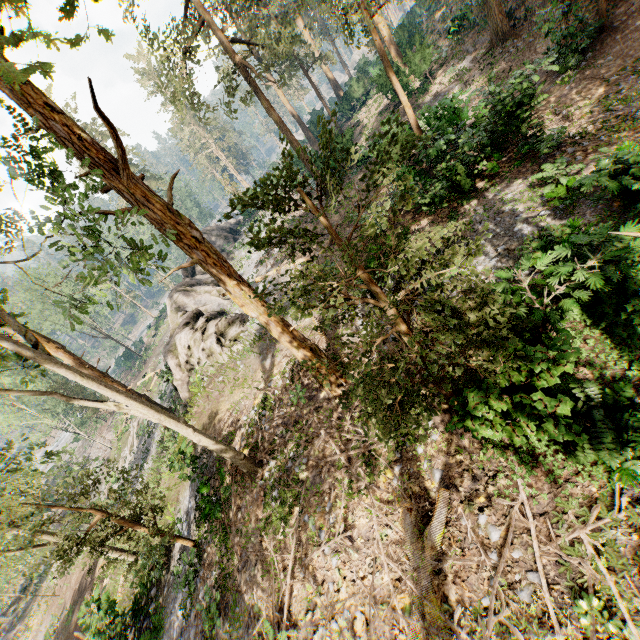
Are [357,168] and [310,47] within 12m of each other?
no

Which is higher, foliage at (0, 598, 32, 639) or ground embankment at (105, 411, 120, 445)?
ground embankment at (105, 411, 120, 445)

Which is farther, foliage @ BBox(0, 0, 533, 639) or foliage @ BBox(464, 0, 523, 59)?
foliage @ BBox(464, 0, 523, 59)

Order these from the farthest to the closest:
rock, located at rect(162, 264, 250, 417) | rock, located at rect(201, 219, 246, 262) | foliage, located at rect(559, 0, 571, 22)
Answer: rock, located at rect(201, 219, 246, 262)
rock, located at rect(162, 264, 250, 417)
foliage, located at rect(559, 0, 571, 22)

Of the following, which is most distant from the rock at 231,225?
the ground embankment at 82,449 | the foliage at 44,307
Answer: the ground embankment at 82,449

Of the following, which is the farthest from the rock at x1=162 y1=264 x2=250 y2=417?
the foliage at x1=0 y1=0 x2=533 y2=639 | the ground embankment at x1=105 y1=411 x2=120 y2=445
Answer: the ground embankment at x1=105 y1=411 x2=120 y2=445

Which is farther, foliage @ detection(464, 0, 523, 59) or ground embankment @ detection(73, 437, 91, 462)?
ground embankment @ detection(73, 437, 91, 462)

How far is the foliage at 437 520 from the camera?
6.5 meters
